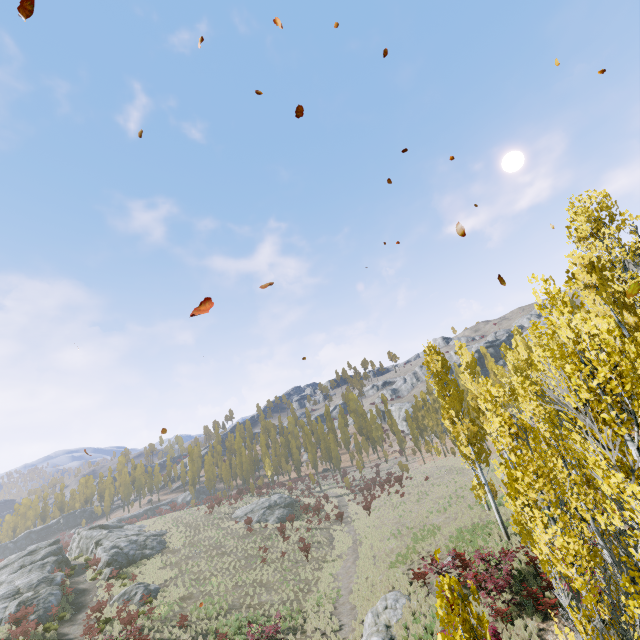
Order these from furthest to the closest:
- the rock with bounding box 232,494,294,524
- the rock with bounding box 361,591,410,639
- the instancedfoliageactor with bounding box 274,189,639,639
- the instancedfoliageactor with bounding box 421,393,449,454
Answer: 1. the instancedfoliageactor with bounding box 421,393,449,454
2. the rock with bounding box 232,494,294,524
3. the rock with bounding box 361,591,410,639
4. the instancedfoliageactor with bounding box 274,189,639,639

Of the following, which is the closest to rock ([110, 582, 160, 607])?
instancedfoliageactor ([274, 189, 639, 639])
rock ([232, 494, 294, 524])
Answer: rock ([232, 494, 294, 524])

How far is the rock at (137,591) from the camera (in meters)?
25.17

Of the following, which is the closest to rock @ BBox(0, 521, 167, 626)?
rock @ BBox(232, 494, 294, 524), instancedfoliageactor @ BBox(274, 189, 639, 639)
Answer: rock @ BBox(232, 494, 294, 524)

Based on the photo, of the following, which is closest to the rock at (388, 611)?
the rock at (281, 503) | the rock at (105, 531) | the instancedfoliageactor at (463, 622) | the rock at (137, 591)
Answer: the instancedfoliageactor at (463, 622)

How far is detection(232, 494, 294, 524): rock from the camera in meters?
42.8

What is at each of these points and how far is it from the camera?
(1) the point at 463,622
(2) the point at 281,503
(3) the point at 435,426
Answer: (1) instancedfoliageactor, 4.4m
(2) rock, 47.3m
(3) instancedfoliageactor, 57.8m

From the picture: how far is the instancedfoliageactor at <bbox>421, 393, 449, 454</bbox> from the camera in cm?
5581
